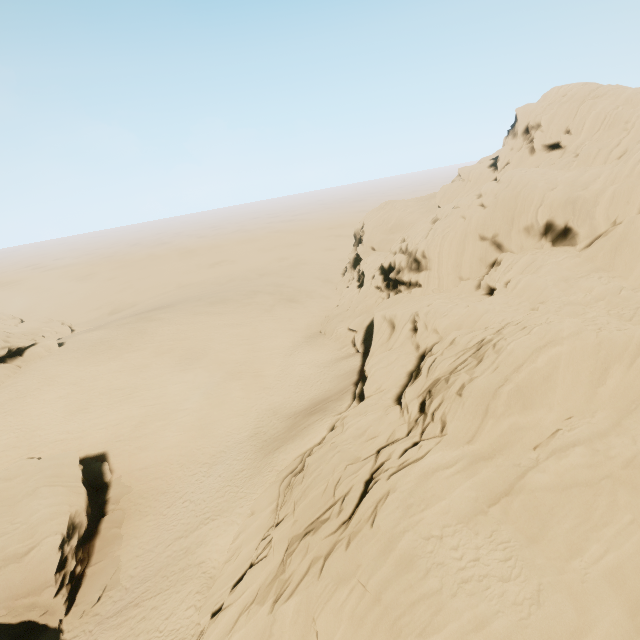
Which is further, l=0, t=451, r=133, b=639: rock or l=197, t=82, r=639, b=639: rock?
l=0, t=451, r=133, b=639: rock

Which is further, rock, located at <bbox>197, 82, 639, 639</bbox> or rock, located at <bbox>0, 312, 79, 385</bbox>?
rock, located at <bbox>0, 312, 79, 385</bbox>

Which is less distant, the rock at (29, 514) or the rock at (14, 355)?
the rock at (29, 514)

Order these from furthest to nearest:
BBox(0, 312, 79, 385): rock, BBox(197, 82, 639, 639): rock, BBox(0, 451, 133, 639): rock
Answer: BBox(0, 312, 79, 385): rock
BBox(0, 451, 133, 639): rock
BBox(197, 82, 639, 639): rock

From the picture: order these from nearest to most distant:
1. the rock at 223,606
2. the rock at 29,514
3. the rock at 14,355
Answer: the rock at 223,606, the rock at 29,514, the rock at 14,355

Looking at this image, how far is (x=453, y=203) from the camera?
35.88m
